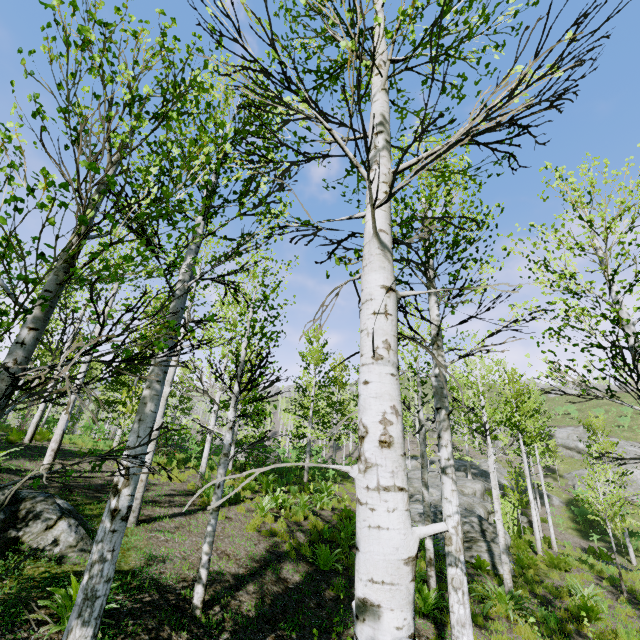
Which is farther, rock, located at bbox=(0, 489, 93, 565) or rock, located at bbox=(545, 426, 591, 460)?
rock, located at bbox=(545, 426, 591, 460)

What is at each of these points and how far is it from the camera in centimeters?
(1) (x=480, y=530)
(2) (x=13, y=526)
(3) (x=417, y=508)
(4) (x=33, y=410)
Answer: (1) rock, 1458cm
(2) rock, 539cm
(3) rock, 1730cm
(4) instancedfoliageactor, 1296cm

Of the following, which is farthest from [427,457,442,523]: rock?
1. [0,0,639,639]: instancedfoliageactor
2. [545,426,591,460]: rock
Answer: [545,426,591,460]: rock

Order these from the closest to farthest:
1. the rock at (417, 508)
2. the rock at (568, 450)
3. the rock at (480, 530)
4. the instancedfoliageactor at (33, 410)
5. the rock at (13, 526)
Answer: the instancedfoliageactor at (33, 410) → the rock at (13, 526) → the rock at (480, 530) → the rock at (417, 508) → the rock at (568, 450)

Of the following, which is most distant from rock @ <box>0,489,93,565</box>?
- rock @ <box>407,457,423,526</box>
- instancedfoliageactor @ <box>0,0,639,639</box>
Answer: rock @ <box>407,457,423,526</box>

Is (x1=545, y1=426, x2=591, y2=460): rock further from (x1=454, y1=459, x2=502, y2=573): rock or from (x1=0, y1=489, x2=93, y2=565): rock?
(x1=0, y1=489, x2=93, y2=565): rock

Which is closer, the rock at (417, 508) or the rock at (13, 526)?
the rock at (13, 526)

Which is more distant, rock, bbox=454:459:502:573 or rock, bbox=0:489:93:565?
rock, bbox=454:459:502:573
